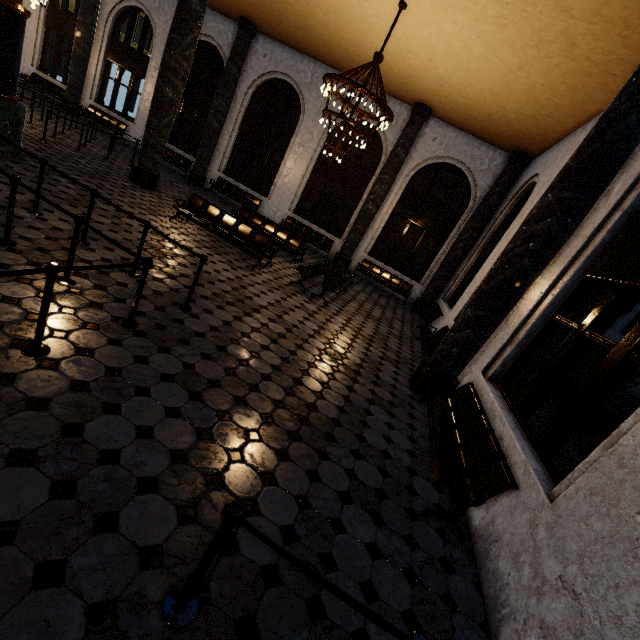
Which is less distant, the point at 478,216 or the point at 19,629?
the point at 19,629

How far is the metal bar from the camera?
7.62m

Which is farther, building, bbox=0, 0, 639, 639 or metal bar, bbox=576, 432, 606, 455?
metal bar, bbox=576, 432, 606, 455

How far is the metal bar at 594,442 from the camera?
7.6 meters

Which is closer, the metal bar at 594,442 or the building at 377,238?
the building at 377,238
